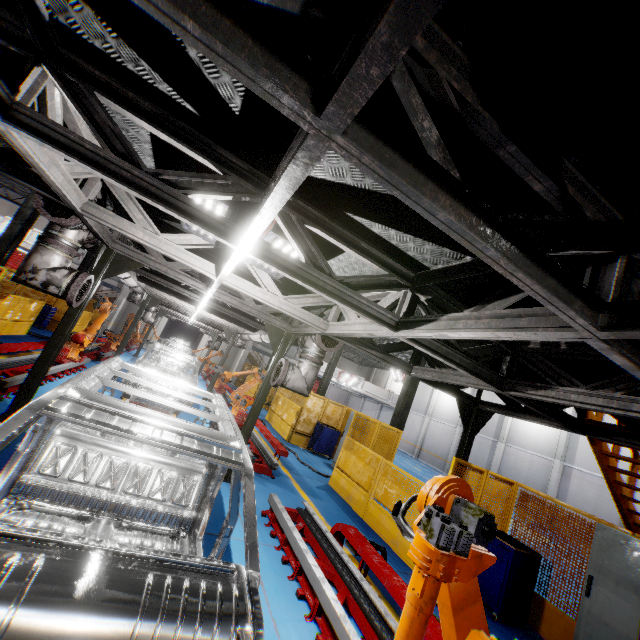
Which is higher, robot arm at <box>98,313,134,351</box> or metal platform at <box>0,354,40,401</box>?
robot arm at <box>98,313,134,351</box>

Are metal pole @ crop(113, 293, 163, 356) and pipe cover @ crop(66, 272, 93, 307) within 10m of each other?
yes

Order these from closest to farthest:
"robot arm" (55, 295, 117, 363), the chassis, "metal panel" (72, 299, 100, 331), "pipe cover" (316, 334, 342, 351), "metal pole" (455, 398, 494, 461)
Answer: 1. the chassis
2. "pipe cover" (316, 334, 342, 351)
3. "metal pole" (455, 398, 494, 461)
4. "robot arm" (55, 295, 117, 363)
5. "metal panel" (72, 299, 100, 331)

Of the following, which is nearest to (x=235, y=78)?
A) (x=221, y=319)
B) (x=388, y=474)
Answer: (x=388, y=474)

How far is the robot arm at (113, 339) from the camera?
15.43m

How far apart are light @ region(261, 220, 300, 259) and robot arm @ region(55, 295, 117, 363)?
7.6m

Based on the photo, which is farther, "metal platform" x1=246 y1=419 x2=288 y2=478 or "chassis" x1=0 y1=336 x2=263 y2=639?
"metal platform" x1=246 y1=419 x2=288 y2=478

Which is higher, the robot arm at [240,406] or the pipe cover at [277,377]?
the pipe cover at [277,377]
